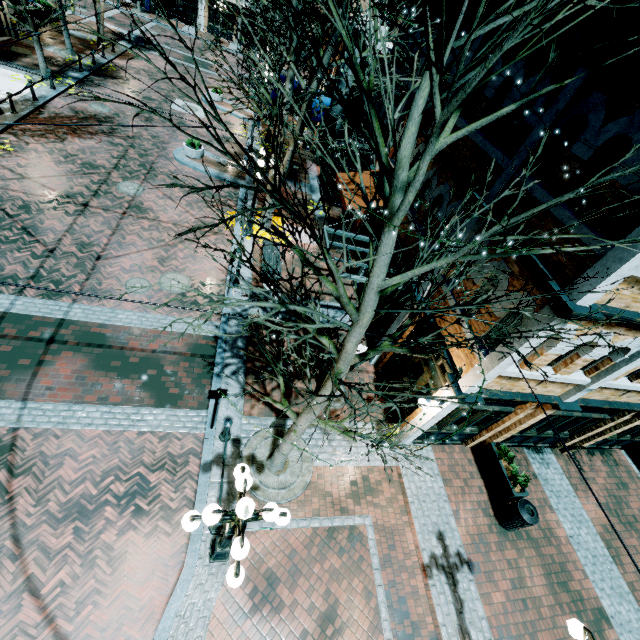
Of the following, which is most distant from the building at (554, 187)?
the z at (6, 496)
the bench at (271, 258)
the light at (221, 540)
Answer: the light at (221, 540)

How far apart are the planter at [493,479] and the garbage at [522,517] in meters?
0.0

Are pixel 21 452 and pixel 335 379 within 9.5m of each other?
yes

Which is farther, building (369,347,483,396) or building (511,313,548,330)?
building (369,347,483,396)

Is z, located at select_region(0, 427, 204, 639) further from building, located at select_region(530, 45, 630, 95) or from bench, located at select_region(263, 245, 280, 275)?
bench, located at select_region(263, 245, 280, 275)

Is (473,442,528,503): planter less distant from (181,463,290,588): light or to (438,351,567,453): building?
(438,351,567,453): building

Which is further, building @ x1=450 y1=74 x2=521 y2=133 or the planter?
the planter

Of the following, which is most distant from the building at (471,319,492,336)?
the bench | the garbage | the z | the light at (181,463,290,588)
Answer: the light at (181,463,290,588)
